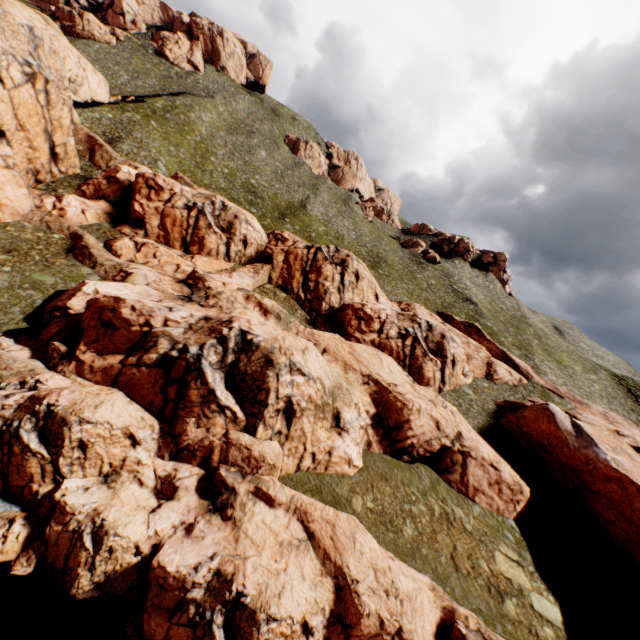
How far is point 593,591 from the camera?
22.7 meters
